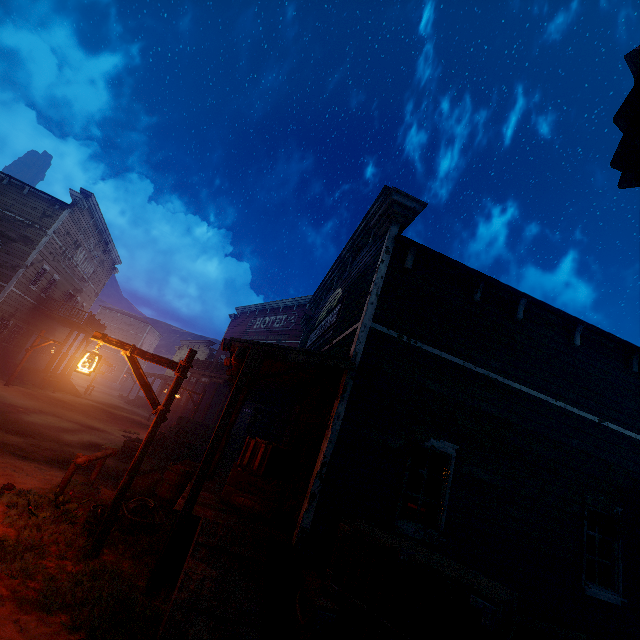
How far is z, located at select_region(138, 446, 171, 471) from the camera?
11.0m

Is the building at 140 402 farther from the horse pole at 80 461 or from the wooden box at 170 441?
the horse pole at 80 461

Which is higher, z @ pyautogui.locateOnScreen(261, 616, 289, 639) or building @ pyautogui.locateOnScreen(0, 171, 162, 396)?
building @ pyautogui.locateOnScreen(0, 171, 162, 396)

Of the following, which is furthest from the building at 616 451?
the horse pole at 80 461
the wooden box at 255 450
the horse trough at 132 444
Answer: the horse trough at 132 444

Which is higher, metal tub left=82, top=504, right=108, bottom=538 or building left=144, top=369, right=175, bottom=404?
building left=144, top=369, right=175, bottom=404

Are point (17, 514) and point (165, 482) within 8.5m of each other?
yes

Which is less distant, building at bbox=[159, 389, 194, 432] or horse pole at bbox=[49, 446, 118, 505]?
horse pole at bbox=[49, 446, 118, 505]

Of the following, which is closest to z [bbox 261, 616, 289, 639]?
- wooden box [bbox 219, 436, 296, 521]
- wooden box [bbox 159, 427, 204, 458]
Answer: wooden box [bbox 159, 427, 204, 458]
